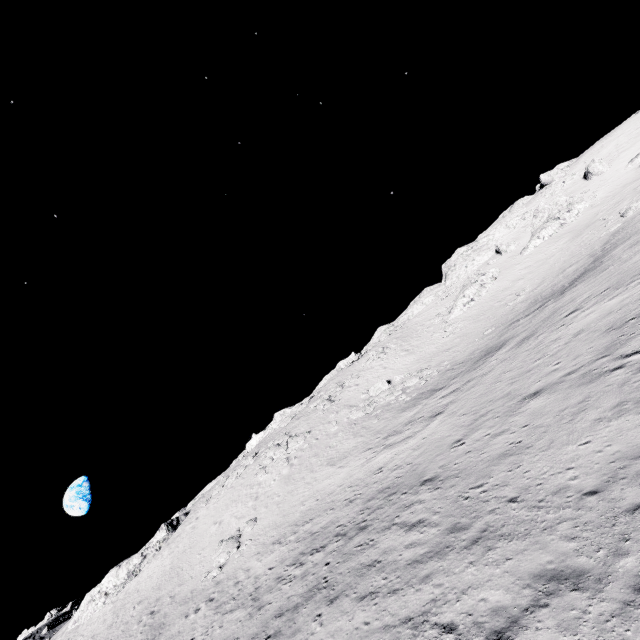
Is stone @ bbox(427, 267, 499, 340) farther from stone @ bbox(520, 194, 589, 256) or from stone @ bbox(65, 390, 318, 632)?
stone @ bbox(65, 390, 318, 632)

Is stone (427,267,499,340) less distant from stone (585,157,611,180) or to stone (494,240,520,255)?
stone (494,240,520,255)

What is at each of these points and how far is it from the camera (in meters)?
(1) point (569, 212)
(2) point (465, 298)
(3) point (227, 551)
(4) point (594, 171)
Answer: (1) stone, 48.34
(2) stone, 48.56
(3) stone, 25.67
(4) stone, 51.69

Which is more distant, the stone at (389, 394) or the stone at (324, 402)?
the stone at (324, 402)

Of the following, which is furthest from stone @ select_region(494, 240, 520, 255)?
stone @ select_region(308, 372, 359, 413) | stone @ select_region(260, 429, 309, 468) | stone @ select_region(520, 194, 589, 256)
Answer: stone @ select_region(260, 429, 309, 468)

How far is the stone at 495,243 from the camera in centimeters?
5459cm

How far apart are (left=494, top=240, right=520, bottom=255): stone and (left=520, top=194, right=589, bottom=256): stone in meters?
2.7 m

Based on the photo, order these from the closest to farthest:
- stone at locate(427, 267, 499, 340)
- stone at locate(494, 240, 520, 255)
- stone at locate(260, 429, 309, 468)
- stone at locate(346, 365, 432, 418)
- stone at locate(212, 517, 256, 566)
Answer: stone at locate(212, 517, 256, 566) → stone at locate(346, 365, 432, 418) → stone at locate(260, 429, 309, 468) → stone at locate(427, 267, 499, 340) → stone at locate(494, 240, 520, 255)
